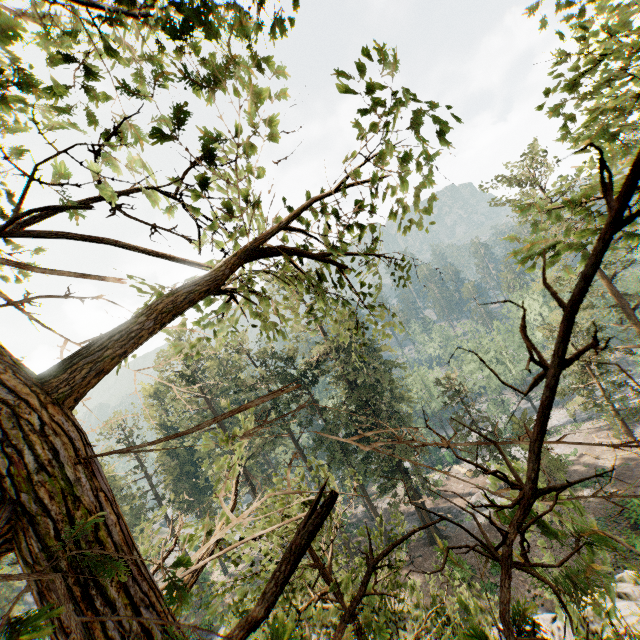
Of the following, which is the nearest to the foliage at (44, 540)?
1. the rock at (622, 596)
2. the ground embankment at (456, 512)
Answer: the ground embankment at (456, 512)

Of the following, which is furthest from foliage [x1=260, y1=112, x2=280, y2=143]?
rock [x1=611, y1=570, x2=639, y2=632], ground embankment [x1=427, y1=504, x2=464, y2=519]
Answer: rock [x1=611, y1=570, x2=639, y2=632]

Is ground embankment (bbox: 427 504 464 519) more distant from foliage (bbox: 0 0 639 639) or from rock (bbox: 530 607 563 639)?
rock (bbox: 530 607 563 639)

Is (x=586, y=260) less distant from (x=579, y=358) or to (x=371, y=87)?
(x=371, y=87)
